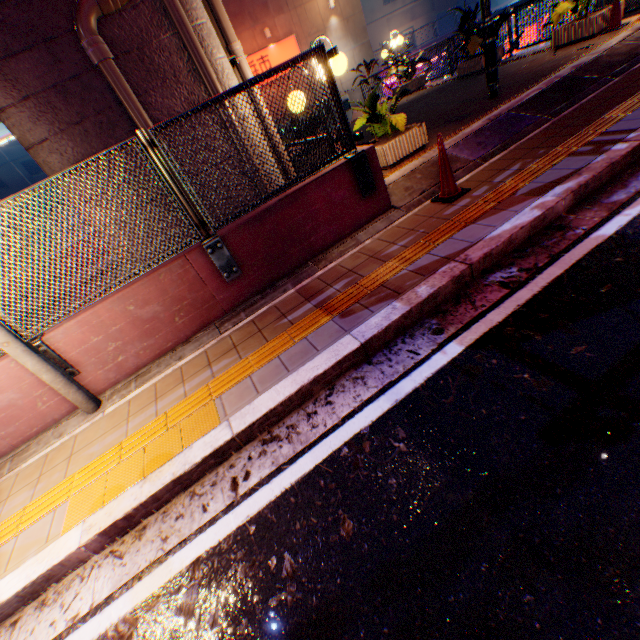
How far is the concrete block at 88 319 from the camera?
3.9m

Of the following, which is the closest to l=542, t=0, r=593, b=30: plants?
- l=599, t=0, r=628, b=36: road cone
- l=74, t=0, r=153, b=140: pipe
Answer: l=599, t=0, r=628, b=36: road cone

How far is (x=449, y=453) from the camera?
2.10m

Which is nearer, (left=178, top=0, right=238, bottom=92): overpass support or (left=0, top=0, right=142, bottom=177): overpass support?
(left=0, top=0, right=142, bottom=177): overpass support

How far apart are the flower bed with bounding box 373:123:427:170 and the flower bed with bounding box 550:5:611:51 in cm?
578

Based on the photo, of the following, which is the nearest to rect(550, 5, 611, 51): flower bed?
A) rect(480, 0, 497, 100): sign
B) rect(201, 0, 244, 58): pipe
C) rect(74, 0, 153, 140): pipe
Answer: rect(480, 0, 497, 100): sign

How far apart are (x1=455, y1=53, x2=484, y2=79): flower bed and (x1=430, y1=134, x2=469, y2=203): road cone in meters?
9.1

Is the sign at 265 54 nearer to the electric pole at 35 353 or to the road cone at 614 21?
the road cone at 614 21
